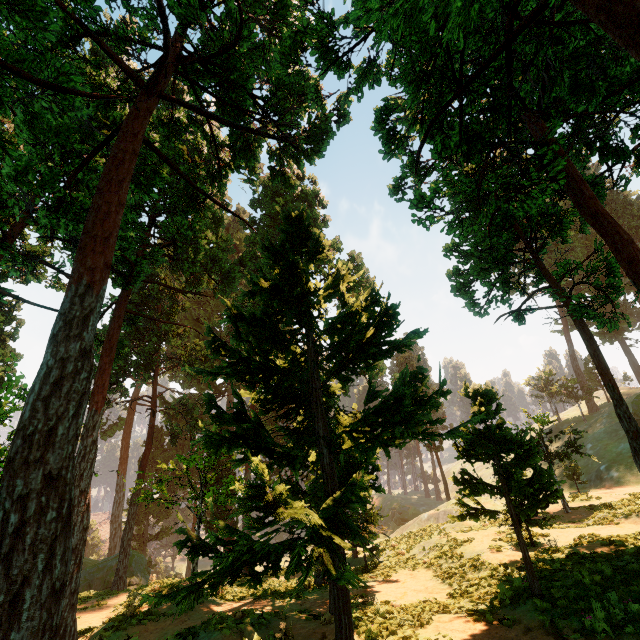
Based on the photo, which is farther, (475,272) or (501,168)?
(475,272)
